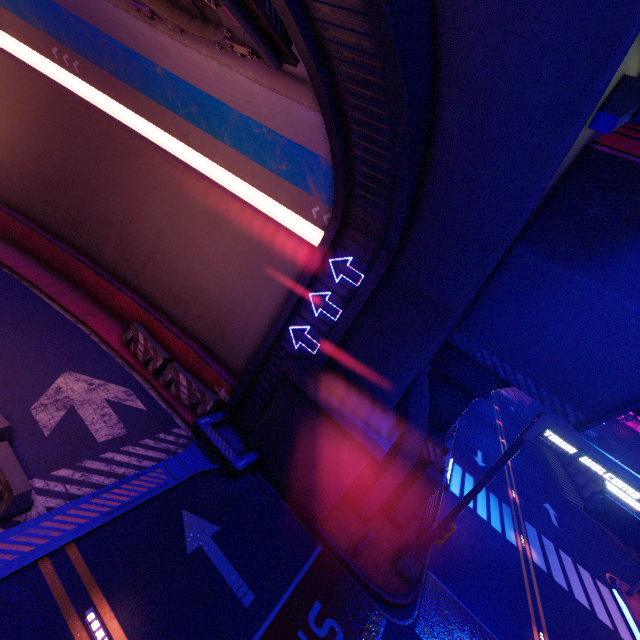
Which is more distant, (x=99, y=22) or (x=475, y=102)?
(x=99, y=22)

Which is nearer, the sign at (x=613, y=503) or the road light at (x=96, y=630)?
the road light at (x=96, y=630)

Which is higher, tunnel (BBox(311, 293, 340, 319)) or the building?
the building

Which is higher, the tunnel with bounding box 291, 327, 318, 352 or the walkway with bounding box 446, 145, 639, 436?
the walkway with bounding box 446, 145, 639, 436

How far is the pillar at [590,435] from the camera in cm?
4642

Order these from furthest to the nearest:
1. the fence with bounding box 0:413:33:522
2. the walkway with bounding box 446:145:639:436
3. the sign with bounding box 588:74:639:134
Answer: the walkway with bounding box 446:145:639:436 < the fence with bounding box 0:413:33:522 < the sign with bounding box 588:74:639:134

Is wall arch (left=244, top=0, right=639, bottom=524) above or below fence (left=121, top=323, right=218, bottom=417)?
above

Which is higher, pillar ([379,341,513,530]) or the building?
the building
